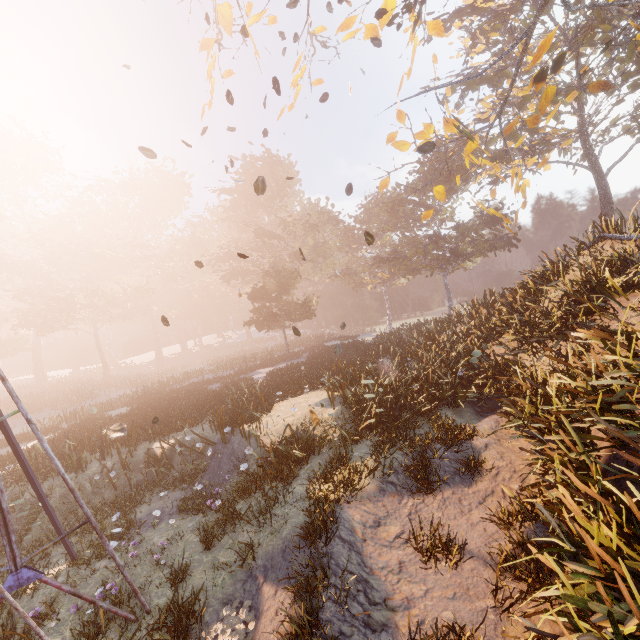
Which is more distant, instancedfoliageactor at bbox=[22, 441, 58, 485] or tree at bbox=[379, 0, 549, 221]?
instancedfoliageactor at bbox=[22, 441, 58, 485]

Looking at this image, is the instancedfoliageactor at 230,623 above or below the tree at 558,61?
below

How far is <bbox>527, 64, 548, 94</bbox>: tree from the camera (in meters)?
10.62

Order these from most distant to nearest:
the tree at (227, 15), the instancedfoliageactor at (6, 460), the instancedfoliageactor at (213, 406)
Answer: the instancedfoliageactor at (6, 460) < the tree at (227, 15) < the instancedfoliageactor at (213, 406)

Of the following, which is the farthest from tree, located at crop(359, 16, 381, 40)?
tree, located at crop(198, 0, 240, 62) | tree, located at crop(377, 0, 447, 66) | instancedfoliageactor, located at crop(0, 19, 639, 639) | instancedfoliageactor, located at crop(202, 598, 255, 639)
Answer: instancedfoliageactor, located at crop(0, 19, 639, 639)

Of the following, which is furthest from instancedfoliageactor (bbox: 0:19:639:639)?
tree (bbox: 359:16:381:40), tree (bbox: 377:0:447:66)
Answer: tree (bbox: 359:16:381:40)

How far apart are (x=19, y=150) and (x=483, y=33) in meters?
61.6

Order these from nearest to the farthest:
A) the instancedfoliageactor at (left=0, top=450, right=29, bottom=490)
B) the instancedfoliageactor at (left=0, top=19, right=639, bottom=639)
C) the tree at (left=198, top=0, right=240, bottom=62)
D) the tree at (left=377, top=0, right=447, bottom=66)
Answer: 1. the instancedfoliageactor at (left=0, top=19, right=639, bottom=639)
2. the tree at (left=198, top=0, right=240, bottom=62)
3. the tree at (left=377, top=0, right=447, bottom=66)
4. the instancedfoliageactor at (left=0, top=450, right=29, bottom=490)
